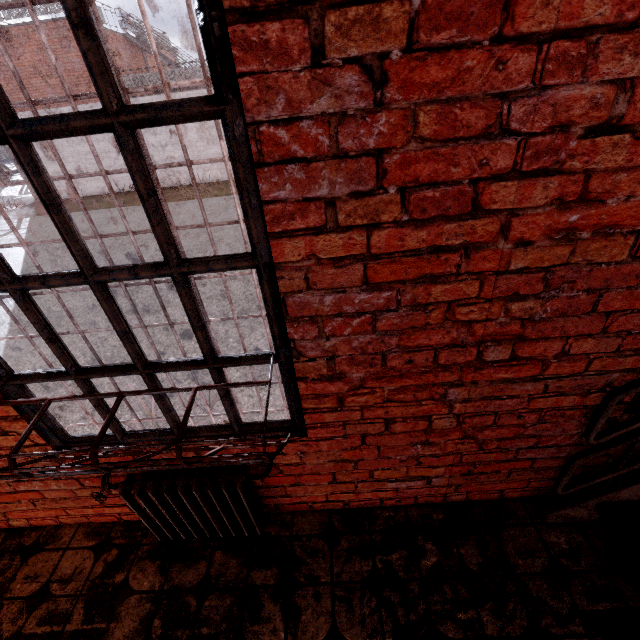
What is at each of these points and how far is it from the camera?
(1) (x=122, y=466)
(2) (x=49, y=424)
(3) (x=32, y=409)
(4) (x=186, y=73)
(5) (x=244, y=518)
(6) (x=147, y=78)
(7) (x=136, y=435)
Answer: (1) metal grid, 1.3m
(2) metal bar, 1.7m
(3) metal bar, 1.6m
(4) metal railing, 15.1m
(5) radiator, 1.9m
(6) metal railing, 15.2m
(7) metal bar, 1.7m

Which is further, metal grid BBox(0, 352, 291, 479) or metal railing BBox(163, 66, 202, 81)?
metal railing BBox(163, 66, 202, 81)

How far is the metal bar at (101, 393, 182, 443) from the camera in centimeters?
161cm

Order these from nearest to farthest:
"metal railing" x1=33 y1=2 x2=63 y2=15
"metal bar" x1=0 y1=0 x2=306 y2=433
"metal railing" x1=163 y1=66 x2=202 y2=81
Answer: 1. "metal bar" x1=0 y1=0 x2=306 y2=433
2. "metal railing" x1=33 y1=2 x2=63 y2=15
3. "metal railing" x1=163 y1=66 x2=202 y2=81

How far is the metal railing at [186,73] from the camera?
15.05m

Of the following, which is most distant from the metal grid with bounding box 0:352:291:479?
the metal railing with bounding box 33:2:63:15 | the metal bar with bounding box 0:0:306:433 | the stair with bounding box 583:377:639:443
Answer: the metal railing with bounding box 33:2:63:15

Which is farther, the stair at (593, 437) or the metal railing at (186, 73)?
the metal railing at (186, 73)

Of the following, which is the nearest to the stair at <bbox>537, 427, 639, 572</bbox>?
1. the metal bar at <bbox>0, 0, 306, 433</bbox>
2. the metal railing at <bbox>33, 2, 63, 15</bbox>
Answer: the metal bar at <bbox>0, 0, 306, 433</bbox>
